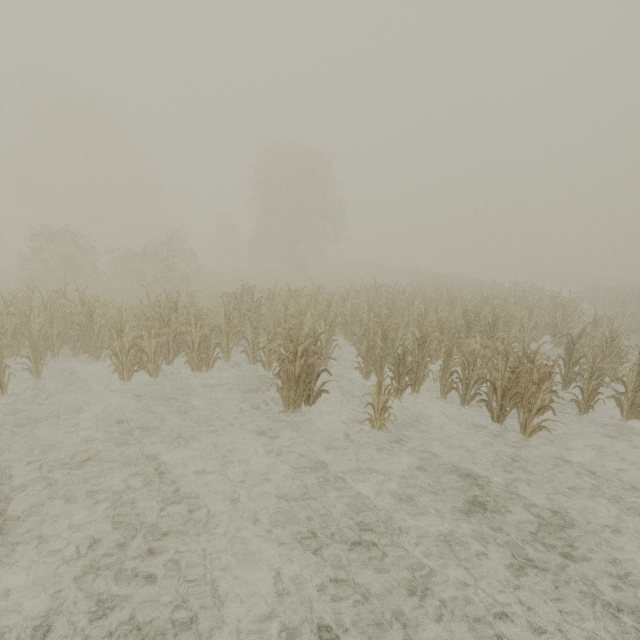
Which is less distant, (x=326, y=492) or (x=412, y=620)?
(x=412, y=620)
